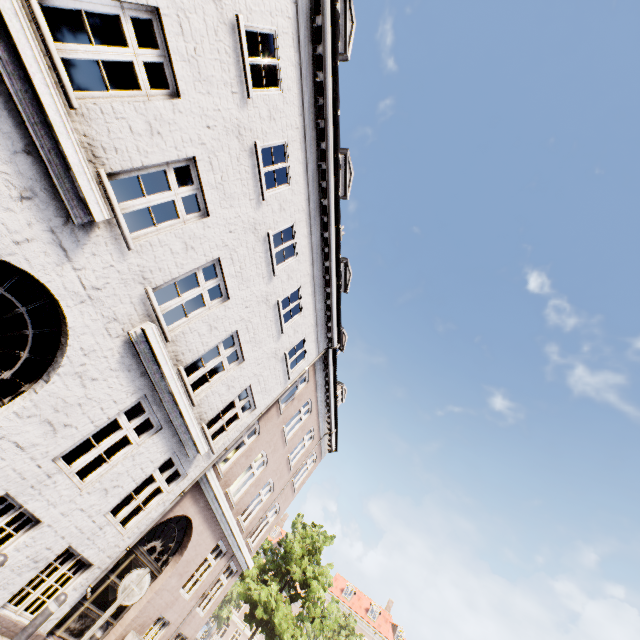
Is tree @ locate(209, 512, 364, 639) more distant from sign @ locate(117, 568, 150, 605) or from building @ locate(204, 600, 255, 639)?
sign @ locate(117, 568, 150, 605)

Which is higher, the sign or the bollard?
the sign

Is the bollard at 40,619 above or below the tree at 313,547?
below

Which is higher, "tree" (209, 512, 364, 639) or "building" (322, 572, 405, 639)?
"building" (322, 572, 405, 639)

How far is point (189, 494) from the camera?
9.34m

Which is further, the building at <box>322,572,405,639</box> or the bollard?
the building at <box>322,572,405,639</box>

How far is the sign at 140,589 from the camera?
5.69m

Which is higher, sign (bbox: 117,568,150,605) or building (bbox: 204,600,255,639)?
building (bbox: 204,600,255,639)
